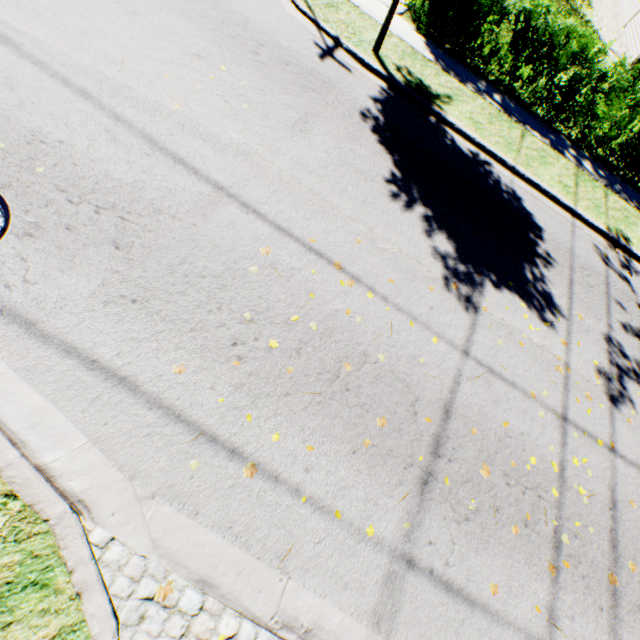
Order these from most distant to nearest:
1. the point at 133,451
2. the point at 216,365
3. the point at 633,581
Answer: the point at 633,581 → the point at 216,365 → the point at 133,451
